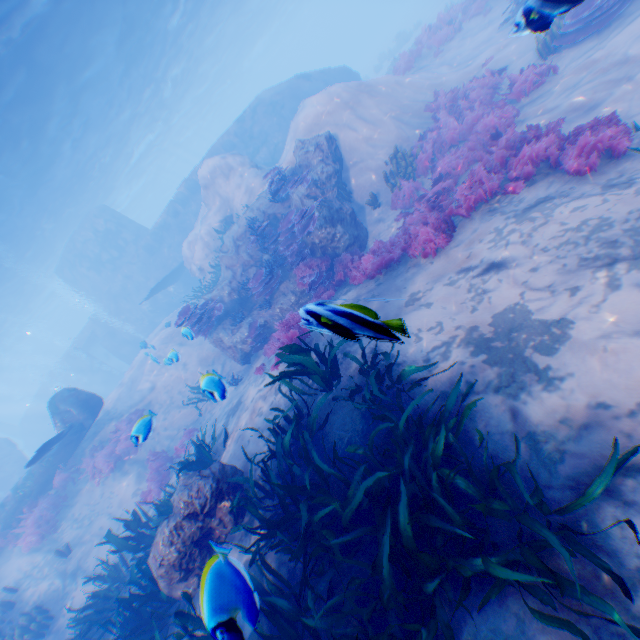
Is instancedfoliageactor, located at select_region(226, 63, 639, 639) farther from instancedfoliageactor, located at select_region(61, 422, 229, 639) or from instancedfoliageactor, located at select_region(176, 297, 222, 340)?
instancedfoliageactor, located at select_region(176, 297, 222, 340)

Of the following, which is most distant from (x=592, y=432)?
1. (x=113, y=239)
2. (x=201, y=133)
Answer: (x=201, y=133)

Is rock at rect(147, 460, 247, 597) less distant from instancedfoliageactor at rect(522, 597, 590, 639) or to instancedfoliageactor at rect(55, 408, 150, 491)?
instancedfoliageactor at rect(522, 597, 590, 639)

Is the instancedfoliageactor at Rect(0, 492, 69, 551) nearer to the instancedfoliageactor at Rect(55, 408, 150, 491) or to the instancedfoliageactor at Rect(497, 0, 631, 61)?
the instancedfoliageactor at Rect(55, 408, 150, 491)

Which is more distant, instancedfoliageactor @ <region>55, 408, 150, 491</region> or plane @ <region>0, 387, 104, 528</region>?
plane @ <region>0, 387, 104, 528</region>

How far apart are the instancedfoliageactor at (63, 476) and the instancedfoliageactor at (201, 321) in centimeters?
460cm

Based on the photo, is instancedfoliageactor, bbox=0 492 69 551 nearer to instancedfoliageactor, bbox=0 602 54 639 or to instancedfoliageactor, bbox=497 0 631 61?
instancedfoliageactor, bbox=0 602 54 639

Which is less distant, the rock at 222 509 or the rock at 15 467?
the rock at 222 509
